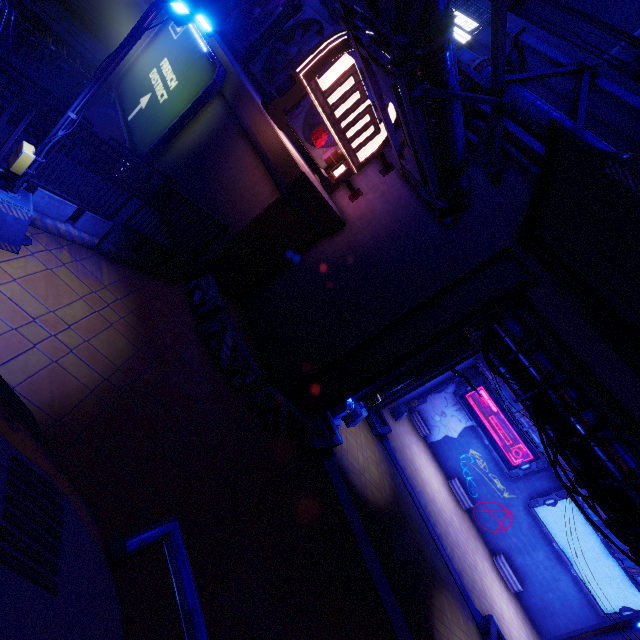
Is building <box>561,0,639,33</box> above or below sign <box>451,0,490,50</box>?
above

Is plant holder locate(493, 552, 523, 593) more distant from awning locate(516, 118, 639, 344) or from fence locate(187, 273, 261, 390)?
fence locate(187, 273, 261, 390)

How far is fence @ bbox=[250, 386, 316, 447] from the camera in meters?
10.5 m

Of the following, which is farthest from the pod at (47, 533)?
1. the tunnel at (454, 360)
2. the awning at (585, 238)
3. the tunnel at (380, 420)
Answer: the tunnel at (380, 420)

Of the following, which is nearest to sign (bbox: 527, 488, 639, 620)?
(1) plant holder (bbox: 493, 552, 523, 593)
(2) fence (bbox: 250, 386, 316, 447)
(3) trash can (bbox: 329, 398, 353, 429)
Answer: (1) plant holder (bbox: 493, 552, 523, 593)

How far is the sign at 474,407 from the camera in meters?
24.2

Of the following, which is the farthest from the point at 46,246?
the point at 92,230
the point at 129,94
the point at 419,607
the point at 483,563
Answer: the point at 483,563

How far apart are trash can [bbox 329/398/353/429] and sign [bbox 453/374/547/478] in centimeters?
1637cm
